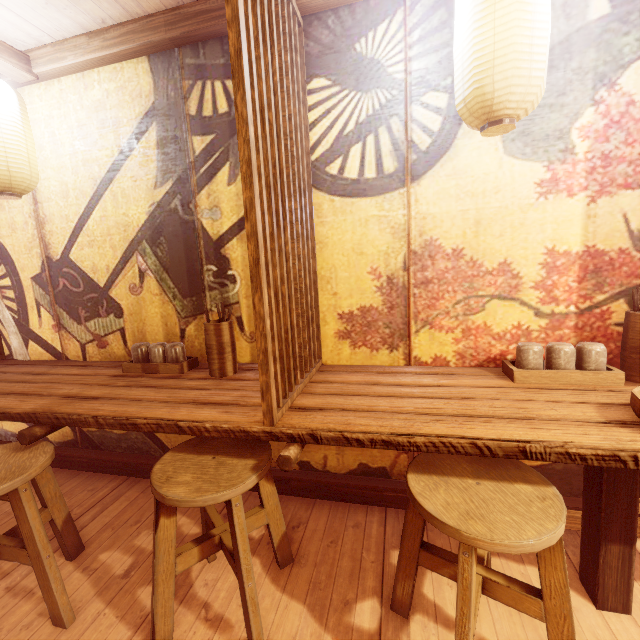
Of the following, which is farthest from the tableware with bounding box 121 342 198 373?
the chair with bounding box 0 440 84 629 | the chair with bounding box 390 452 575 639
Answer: the chair with bounding box 390 452 575 639

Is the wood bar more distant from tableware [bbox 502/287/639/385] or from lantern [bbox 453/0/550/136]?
tableware [bbox 502/287/639/385]

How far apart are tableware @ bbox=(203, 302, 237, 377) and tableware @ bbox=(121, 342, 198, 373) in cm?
35

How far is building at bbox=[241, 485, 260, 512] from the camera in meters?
3.8 m

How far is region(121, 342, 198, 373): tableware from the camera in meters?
3.6 m

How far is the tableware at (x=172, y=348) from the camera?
3.6m

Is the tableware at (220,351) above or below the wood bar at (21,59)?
below

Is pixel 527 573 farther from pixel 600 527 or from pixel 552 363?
pixel 552 363
